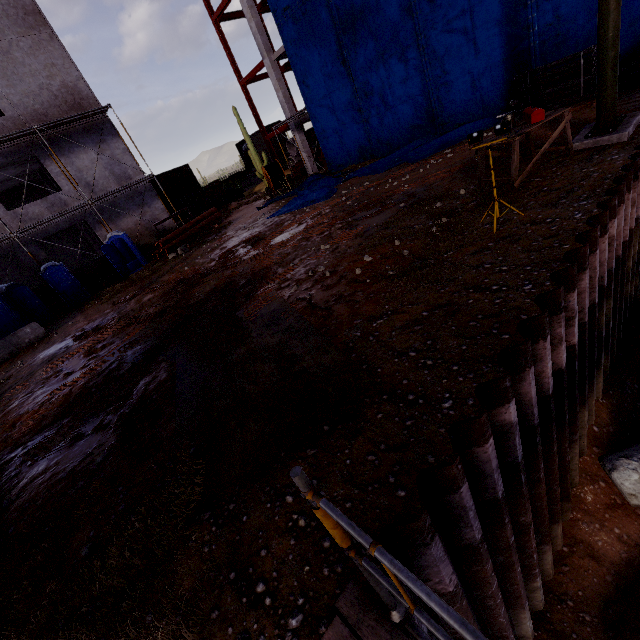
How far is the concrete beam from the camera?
36.60m

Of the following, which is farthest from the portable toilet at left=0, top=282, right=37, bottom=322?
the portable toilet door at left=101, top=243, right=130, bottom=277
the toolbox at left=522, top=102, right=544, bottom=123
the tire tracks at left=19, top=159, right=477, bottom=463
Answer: the toolbox at left=522, top=102, right=544, bottom=123

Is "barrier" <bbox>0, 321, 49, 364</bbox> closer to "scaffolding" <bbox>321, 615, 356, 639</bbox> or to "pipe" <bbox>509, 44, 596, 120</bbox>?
"scaffolding" <bbox>321, 615, 356, 639</bbox>

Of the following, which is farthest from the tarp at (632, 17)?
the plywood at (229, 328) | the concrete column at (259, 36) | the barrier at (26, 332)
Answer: the barrier at (26, 332)

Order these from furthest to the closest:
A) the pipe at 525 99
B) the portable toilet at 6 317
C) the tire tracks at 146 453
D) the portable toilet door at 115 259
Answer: the portable toilet door at 115 259 < the portable toilet at 6 317 < the pipe at 525 99 < the tire tracks at 146 453

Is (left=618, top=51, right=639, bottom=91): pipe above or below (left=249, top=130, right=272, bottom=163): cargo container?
below

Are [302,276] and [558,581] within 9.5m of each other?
yes

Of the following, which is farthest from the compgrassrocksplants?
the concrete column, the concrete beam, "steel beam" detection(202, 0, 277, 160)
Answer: the concrete beam
